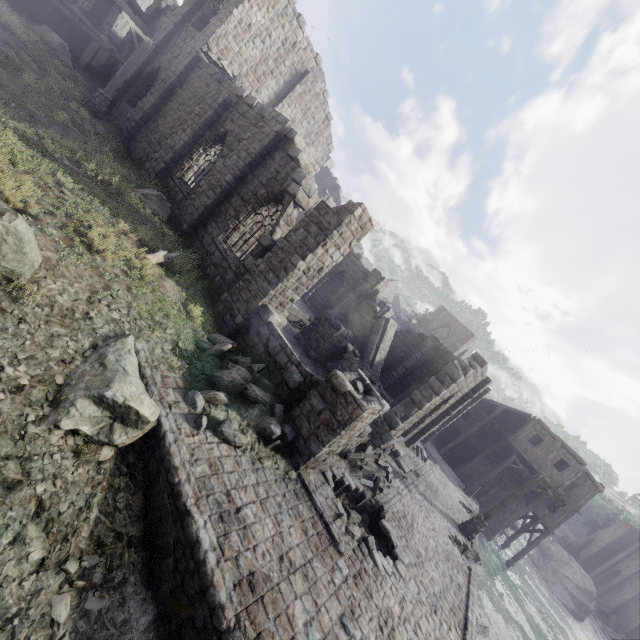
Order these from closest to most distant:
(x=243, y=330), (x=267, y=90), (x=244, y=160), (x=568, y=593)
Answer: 1. (x=243, y=330)
2. (x=244, y=160)
3. (x=267, y=90)
4. (x=568, y=593)

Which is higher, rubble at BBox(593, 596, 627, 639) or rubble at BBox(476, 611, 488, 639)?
rubble at BBox(593, 596, 627, 639)

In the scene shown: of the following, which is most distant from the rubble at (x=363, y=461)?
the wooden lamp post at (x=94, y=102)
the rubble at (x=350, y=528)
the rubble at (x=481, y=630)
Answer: the wooden lamp post at (x=94, y=102)

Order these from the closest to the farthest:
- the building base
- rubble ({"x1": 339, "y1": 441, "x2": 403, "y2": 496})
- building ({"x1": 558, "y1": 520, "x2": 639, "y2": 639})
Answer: the building base, rubble ({"x1": 339, "y1": 441, "x2": 403, "y2": 496}), building ({"x1": 558, "y1": 520, "x2": 639, "y2": 639})

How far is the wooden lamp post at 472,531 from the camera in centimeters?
1547cm

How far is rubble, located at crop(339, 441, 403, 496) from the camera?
10.9m

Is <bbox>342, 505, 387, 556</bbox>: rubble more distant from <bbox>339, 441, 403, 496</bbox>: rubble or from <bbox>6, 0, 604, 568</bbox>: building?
<bbox>6, 0, 604, 568</bbox>: building

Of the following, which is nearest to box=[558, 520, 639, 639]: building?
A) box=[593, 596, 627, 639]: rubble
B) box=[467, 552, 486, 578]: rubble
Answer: A: box=[593, 596, 627, 639]: rubble
